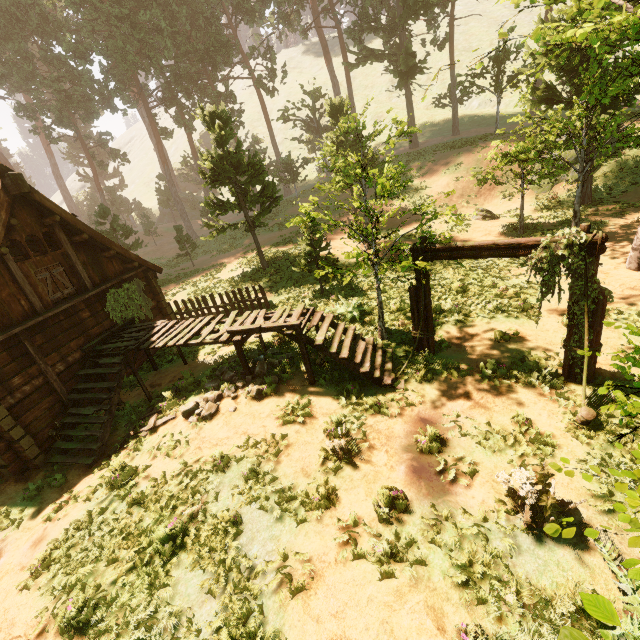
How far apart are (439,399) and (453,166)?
26.1m

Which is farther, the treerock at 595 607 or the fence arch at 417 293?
the fence arch at 417 293

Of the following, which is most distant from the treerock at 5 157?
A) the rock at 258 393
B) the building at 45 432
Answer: the rock at 258 393

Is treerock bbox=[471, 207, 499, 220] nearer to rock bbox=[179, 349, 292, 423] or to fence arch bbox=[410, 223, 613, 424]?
fence arch bbox=[410, 223, 613, 424]

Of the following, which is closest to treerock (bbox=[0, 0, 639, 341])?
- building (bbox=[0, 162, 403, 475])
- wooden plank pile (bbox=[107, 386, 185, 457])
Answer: building (bbox=[0, 162, 403, 475])

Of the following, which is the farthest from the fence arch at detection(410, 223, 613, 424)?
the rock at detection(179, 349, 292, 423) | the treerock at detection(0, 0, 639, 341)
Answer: the rock at detection(179, 349, 292, 423)

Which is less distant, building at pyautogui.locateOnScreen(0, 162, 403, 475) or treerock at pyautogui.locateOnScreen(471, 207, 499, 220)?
building at pyautogui.locateOnScreen(0, 162, 403, 475)

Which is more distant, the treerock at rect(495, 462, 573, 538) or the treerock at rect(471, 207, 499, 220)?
the treerock at rect(471, 207, 499, 220)
